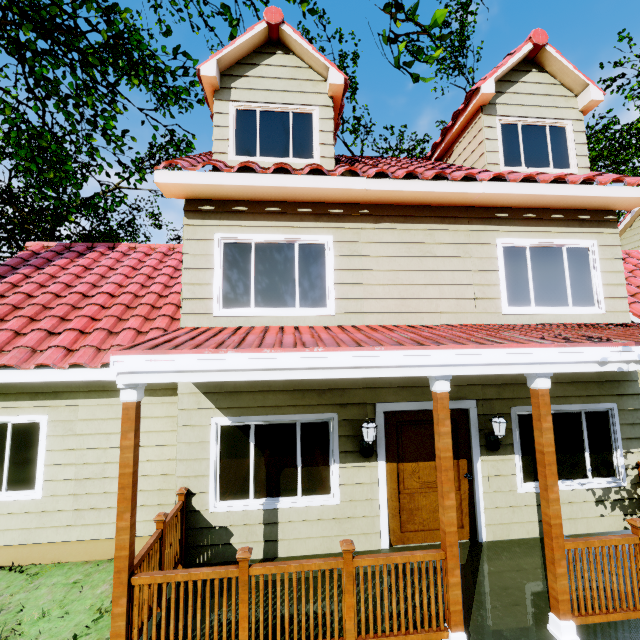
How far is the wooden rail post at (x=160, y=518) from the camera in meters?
3.9

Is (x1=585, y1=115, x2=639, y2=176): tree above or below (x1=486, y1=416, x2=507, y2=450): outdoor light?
above

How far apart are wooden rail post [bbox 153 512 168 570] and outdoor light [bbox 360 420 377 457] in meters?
2.9

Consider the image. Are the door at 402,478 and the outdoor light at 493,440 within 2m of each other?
yes

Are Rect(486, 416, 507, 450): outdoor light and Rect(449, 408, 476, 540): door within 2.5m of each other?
yes

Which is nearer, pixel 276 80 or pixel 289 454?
pixel 289 454

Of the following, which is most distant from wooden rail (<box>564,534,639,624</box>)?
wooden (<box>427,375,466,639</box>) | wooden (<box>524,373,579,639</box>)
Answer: wooden (<box>427,375,466,639</box>)

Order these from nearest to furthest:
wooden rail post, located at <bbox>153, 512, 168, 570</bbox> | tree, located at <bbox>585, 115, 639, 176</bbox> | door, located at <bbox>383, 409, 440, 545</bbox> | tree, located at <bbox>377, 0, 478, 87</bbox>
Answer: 1. wooden rail post, located at <bbox>153, 512, 168, 570</bbox>
2. tree, located at <bbox>377, 0, 478, 87</bbox>
3. door, located at <bbox>383, 409, 440, 545</bbox>
4. tree, located at <bbox>585, 115, 639, 176</bbox>
